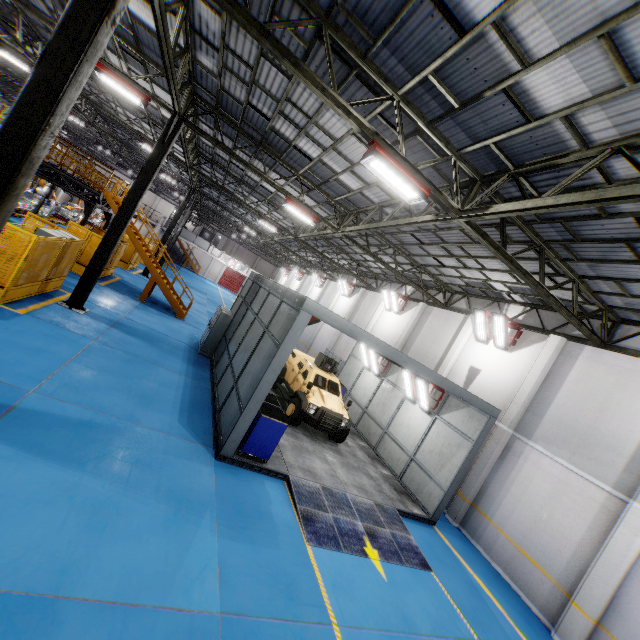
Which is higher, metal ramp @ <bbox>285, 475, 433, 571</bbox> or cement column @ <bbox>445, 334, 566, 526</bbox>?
cement column @ <bbox>445, 334, 566, 526</bbox>

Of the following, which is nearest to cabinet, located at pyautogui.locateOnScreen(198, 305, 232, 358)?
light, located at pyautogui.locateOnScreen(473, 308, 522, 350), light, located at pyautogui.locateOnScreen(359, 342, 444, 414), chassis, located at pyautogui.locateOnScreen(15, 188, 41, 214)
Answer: light, located at pyautogui.locateOnScreen(359, 342, 444, 414)

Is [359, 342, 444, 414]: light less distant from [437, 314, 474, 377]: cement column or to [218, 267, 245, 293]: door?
[437, 314, 474, 377]: cement column

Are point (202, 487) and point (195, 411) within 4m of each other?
yes

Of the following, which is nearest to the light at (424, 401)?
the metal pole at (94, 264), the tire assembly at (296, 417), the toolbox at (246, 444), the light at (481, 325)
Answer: the light at (481, 325)

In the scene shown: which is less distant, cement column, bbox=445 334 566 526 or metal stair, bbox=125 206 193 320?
cement column, bbox=445 334 566 526

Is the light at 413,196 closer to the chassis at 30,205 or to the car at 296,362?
the car at 296,362

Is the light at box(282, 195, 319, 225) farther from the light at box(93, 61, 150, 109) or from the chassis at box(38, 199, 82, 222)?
the chassis at box(38, 199, 82, 222)
